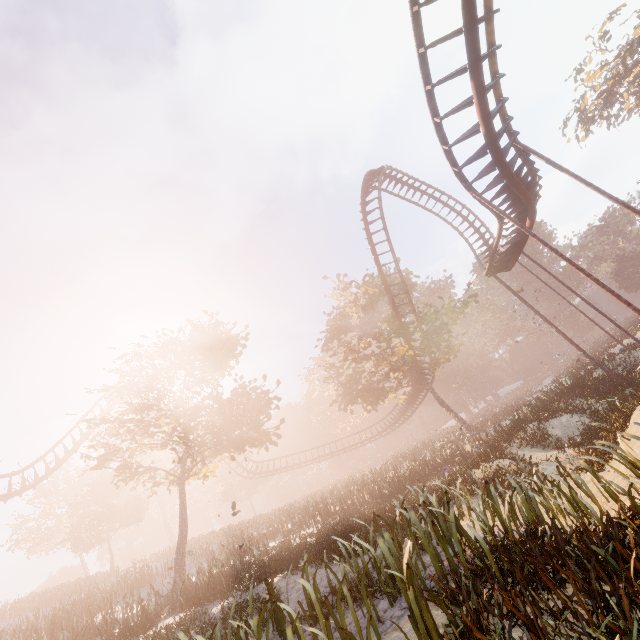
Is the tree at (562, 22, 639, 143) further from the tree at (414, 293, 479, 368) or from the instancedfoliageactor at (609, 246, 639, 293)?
the tree at (414, 293, 479, 368)

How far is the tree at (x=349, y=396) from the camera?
28.6m

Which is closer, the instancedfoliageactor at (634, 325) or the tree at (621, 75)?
the instancedfoliageactor at (634, 325)

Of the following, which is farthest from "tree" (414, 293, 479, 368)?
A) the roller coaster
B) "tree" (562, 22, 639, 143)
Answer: "tree" (562, 22, 639, 143)

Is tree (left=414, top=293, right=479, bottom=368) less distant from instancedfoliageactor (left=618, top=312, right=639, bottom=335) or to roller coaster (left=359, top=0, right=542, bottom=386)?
roller coaster (left=359, top=0, right=542, bottom=386)

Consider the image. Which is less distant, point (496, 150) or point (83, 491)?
point (496, 150)
